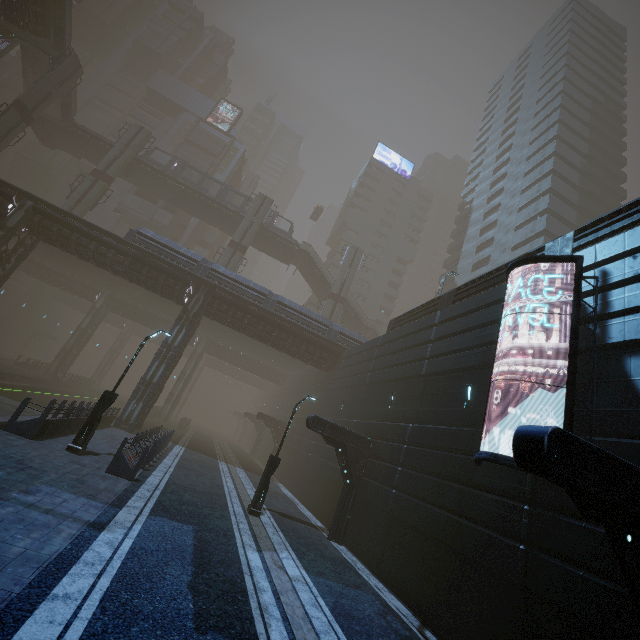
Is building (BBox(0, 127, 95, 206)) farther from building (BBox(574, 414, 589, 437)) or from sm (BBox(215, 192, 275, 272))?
sm (BBox(215, 192, 275, 272))

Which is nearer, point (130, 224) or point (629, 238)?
point (629, 238)

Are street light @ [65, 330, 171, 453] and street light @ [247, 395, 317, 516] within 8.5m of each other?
yes

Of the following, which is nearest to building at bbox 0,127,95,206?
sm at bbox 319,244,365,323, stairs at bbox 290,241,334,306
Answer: stairs at bbox 290,241,334,306

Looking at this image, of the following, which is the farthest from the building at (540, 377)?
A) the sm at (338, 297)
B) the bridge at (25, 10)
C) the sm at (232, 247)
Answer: the sm at (232, 247)

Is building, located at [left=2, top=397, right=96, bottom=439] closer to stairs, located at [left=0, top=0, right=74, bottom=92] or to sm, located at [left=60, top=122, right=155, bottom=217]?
stairs, located at [left=0, top=0, right=74, bottom=92]

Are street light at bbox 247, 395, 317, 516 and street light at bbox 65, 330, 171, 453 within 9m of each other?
yes

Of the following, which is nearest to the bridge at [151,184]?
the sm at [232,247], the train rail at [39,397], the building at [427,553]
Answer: the sm at [232,247]
